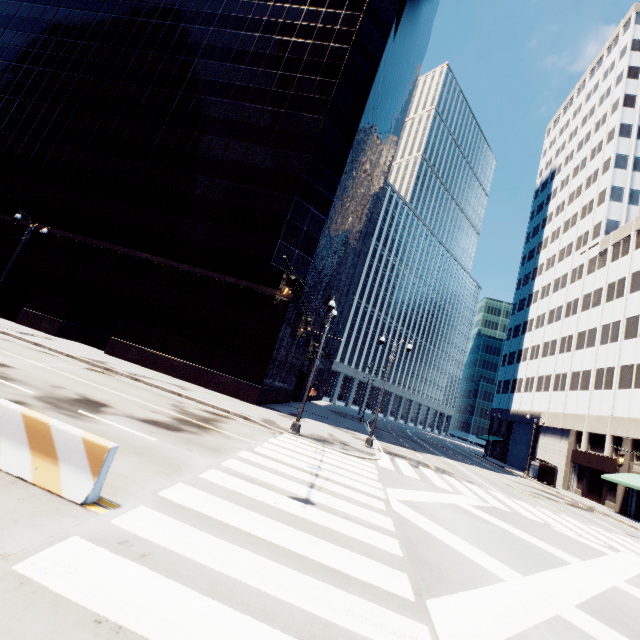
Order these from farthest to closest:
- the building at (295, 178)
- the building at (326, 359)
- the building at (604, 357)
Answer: the building at (326, 359) < the building at (604, 357) < the building at (295, 178)

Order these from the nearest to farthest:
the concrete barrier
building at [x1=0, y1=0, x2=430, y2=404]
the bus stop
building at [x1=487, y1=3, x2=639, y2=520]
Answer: the concrete barrier, building at [x1=0, y1=0, x2=430, y2=404], building at [x1=487, y1=3, x2=639, y2=520], the bus stop

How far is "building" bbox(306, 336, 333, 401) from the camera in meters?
48.6

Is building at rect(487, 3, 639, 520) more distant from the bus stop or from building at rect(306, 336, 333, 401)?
building at rect(306, 336, 333, 401)

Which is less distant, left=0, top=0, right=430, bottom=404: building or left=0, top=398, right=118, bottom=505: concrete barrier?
left=0, top=398, right=118, bottom=505: concrete barrier

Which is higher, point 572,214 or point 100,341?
point 572,214

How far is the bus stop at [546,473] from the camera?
35.0 meters

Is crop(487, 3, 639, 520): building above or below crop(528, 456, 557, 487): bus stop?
above
